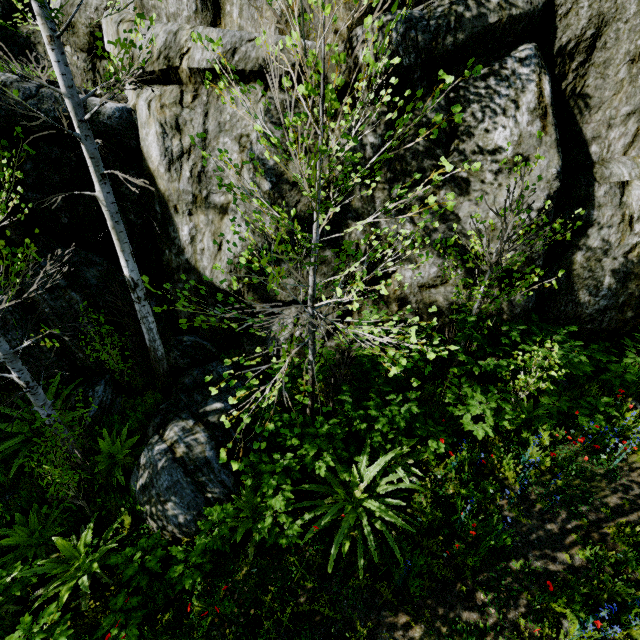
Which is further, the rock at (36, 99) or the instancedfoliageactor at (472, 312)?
the rock at (36, 99)

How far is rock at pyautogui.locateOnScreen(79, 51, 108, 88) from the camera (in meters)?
7.59

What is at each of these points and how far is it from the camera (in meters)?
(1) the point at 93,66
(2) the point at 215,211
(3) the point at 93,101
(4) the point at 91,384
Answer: (1) rock, 7.61
(2) rock, 6.35
(3) rock, 6.12
(4) rock, 6.64

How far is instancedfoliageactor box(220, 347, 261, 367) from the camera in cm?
374

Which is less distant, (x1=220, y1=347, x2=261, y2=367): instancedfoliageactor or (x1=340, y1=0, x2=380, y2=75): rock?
(x1=220, y1=347, x2=261, y2=367): instancedfoliageactor

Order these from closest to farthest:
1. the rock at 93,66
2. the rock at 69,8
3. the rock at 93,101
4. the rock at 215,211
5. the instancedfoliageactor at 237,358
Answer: the instancedfoliageactor at 237,358
the rock at 215,211
the rock at 93,101
the rock at 69,8
the rock at 93,66

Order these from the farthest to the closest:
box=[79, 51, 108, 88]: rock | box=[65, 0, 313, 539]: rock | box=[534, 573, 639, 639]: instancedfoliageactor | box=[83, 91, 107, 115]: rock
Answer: box=[79, 51, 108, 88]: rock
box=[83, 91, 107, 115]: rock
box=[65, 0, 313, 539]: rock
box=[534, 573, 639, 639]: instancedfoliageactor

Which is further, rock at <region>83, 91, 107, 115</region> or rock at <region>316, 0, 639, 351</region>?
rock at <region>83, 91, 107, 115</region>
